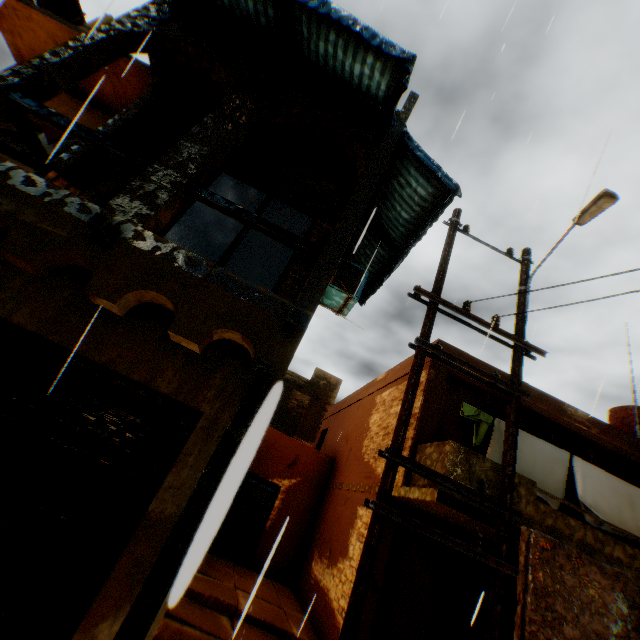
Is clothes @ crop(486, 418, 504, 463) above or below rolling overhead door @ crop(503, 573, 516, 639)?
above

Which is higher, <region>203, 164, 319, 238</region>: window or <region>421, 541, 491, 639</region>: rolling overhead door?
<region>203, 164, 319, 238</region>: window

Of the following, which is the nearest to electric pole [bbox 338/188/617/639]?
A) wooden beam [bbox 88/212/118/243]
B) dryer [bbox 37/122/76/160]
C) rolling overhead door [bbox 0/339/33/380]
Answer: rolling overhead door [bbox 0/339/33/380]

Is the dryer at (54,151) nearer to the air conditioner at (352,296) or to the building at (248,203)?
the building at (248,203)

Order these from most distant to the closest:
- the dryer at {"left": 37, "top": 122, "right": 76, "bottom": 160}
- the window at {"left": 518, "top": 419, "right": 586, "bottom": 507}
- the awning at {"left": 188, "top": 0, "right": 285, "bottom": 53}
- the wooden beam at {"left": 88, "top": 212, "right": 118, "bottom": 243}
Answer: the window at {"left": 518, "top": 419, "right": 586, "bottom": 507}, the dryer at {"left": 37, "top": 122, "right": 76, "bottom": 160}, the awning at {"left": 188, "top": 0, "right": 285, "bottom": 53}, the wooden beam at {"left": 88, "top": 212, "right": 118, "bottom": 243}

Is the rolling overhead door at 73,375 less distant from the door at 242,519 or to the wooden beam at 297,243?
the wooden beam at 297,243

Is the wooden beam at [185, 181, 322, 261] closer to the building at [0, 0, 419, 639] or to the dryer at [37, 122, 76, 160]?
the building at [0, 0, 419, 639]

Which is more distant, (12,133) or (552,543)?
(12,133)
